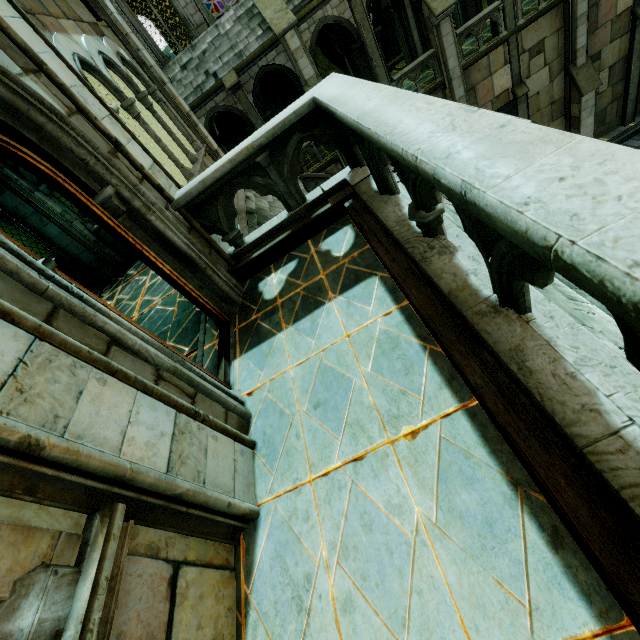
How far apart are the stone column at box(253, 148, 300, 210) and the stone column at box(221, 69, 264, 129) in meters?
13.2

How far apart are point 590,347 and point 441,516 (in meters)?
1.20

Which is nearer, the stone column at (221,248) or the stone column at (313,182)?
the stone column at (221,248)

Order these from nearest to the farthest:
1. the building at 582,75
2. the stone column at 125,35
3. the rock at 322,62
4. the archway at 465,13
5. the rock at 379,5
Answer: the stone column at 125,35
the building at 582,75
the archway at 465,13
the rock at 322,62
the rock at 379,5

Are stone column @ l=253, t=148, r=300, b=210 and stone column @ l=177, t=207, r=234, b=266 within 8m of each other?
yes

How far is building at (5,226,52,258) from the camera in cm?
4553

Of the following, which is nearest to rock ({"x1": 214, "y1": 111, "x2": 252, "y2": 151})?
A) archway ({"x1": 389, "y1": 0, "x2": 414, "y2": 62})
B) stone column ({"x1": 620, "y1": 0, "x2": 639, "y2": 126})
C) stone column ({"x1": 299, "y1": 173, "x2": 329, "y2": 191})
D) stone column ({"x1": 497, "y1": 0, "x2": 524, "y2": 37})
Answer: archway ({"x1": 389, "y1": 0, "x2": 414, "y2": 62})

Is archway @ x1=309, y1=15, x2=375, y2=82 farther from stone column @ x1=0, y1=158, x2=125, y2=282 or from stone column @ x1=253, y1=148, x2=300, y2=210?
stone column @ x1=253, y1=148, x2=300, y2=210
